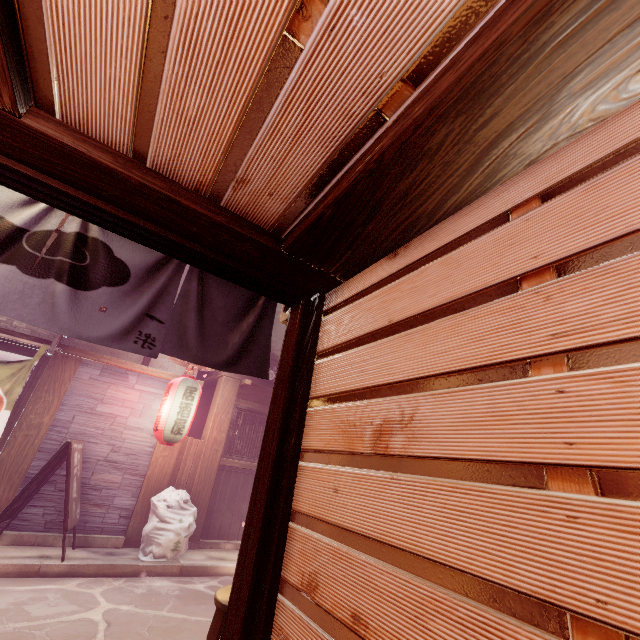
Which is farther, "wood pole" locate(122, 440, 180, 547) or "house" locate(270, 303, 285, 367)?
"house" locate(270, 303, 285, 367)

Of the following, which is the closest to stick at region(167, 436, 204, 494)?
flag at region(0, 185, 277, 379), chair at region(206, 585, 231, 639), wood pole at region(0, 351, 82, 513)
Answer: wood pole at region(0, 351, 82, 513)

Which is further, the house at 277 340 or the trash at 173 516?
the house at 277 340

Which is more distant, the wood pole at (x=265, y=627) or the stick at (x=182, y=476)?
the stick at (x=182, y=476)

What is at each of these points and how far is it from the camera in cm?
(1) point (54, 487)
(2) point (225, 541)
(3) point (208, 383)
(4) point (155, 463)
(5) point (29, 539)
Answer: (1) house, 943
(2) foundation, 1164
(3) wood bar, 1486
(4) wood pole, 1091
(5) foundation, 873

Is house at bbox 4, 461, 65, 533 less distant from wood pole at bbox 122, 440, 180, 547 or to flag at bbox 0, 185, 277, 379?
wood pole at bbox 122, 440, 180, 547

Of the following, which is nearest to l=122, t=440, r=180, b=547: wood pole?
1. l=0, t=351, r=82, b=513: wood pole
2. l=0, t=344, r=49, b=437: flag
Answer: l=0, t=351, r=82, b=513: wood pole

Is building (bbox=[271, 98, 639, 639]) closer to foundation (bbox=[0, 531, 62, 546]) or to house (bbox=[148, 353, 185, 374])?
house (bbox=[148, 353, 185, 374])
